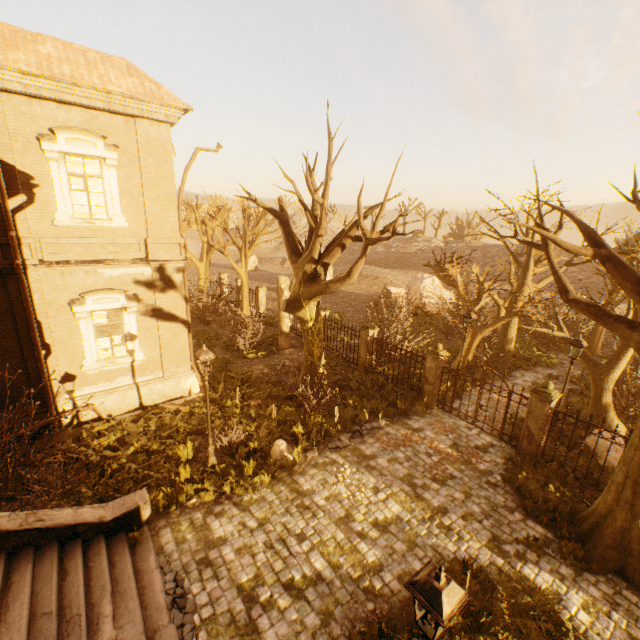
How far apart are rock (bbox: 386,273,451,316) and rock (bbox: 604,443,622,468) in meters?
16.0 m

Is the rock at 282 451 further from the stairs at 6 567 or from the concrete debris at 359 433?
the stairs at 6 567

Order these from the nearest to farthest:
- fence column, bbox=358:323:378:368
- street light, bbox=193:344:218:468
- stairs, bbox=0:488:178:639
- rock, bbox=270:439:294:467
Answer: stairs, bbox=0:488:178:639 < street light, bbox=193:344:218:468 < rock, bbox=270:439:294:467 < fence column, bbox=358:323:378:368

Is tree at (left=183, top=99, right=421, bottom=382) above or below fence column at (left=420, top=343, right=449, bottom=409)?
above

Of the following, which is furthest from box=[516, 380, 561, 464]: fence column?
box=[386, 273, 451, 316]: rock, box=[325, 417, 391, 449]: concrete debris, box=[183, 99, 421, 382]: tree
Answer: box=[183, 99, 421, 382]: tree

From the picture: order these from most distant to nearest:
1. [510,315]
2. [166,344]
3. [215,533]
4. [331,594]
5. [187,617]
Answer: [510,315] < [166,344] < [215,533] < [331,594] < [187,617]

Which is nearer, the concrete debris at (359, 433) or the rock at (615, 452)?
the rock at (615, 452)

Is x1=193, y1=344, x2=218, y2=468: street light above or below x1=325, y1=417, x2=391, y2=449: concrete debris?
above
